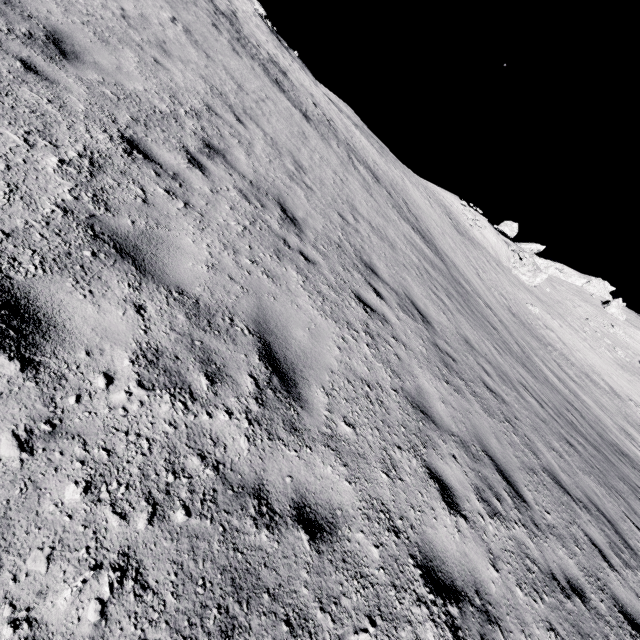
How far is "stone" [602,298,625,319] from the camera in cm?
5531

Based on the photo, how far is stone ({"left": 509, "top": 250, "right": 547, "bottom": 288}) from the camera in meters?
43.0

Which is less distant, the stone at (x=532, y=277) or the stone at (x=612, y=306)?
the stone at (x=532, y=277)

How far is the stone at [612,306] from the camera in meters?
55.3 m

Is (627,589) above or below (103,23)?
below

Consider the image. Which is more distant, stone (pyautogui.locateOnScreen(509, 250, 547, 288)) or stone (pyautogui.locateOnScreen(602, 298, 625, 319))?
stone (pyautogui.locateOnScreen(602, 298, 625, 319))

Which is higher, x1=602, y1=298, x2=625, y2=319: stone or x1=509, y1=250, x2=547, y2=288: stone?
x1=602, y1=298, x2=625, y2=319: stone
